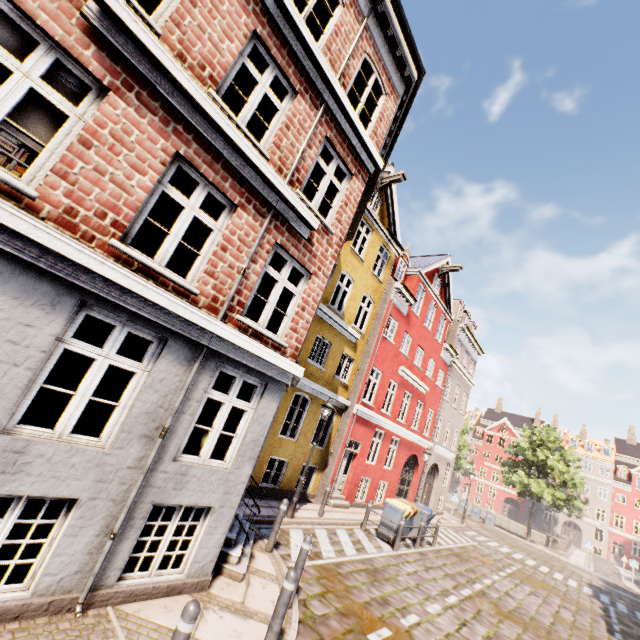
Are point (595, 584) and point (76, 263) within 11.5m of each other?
no

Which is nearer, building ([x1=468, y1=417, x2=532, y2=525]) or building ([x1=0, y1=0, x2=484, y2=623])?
building ([x1=0, y1=0, x2=484, y2=623])

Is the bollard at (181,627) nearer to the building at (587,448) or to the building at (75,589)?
the building at (587,448)

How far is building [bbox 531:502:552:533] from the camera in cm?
4994

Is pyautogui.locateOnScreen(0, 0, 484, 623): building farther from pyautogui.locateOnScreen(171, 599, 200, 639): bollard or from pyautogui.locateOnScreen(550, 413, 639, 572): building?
pyautogui.locateOnScreen(171, 599, 200, 639): bollard
